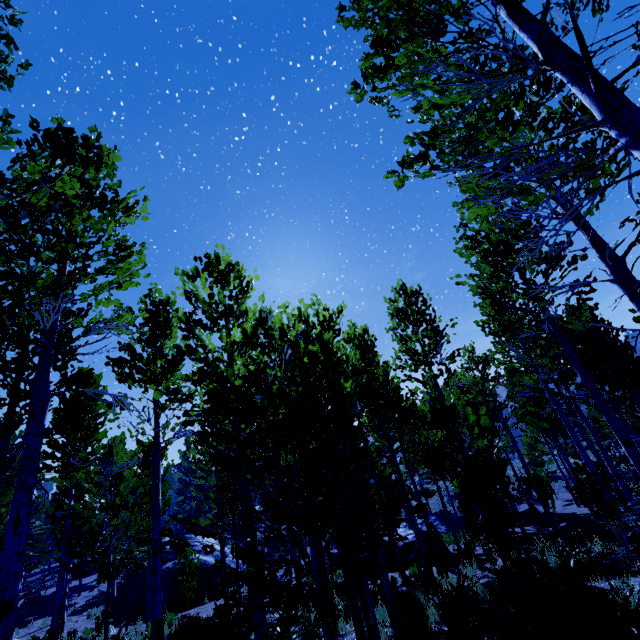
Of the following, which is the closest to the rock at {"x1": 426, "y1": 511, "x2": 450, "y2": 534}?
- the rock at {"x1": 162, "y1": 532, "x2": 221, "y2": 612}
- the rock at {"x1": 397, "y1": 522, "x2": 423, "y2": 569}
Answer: the rock at {"x1": 397, "y1": 522, "x2": 423, "y2": 569}

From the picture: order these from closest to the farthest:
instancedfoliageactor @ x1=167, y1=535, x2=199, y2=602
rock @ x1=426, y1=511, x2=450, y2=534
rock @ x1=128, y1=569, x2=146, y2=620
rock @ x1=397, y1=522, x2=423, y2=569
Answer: instancedfoliageactor @ x1=167, y1=535, x2=199, y2=602 < rock @ x1=397, y1=522, x2=423, y2=569 < rock @ x1=128, y1=569, x2=146, y2=620 < rock @ x1=426, y1=511, x2=450, y2=534

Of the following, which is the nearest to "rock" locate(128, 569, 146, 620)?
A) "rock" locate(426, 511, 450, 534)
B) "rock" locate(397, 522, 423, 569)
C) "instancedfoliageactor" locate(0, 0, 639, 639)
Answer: "instancedfoliageactor" locate(0, 0, 639, 639)

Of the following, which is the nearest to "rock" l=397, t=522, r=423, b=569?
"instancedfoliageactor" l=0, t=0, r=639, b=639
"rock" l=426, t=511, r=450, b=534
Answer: "instancedfoliageactor" l=0, t=0, r=639, b=639

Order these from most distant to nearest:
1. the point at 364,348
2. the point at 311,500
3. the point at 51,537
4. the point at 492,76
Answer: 1. the point at 51,537
2. the point at 364,348
3. the point at 311,500
4. the point at 492,76

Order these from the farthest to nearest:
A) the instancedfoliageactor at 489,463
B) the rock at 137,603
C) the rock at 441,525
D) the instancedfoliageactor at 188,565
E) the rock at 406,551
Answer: the rock at 441,525, the rock at 137,603, the rock at 406,551, the instancedfoliageactor at 188,565, the instancedfoliageactor at 489,463

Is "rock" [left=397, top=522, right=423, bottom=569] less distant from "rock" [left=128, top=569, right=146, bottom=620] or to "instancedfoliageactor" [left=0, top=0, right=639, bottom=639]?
"instancedfoliageactor" [left=0, top=0, right=639, bottom=639]

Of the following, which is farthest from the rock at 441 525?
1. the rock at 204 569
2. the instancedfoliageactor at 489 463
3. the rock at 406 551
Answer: the rock at 204 569
